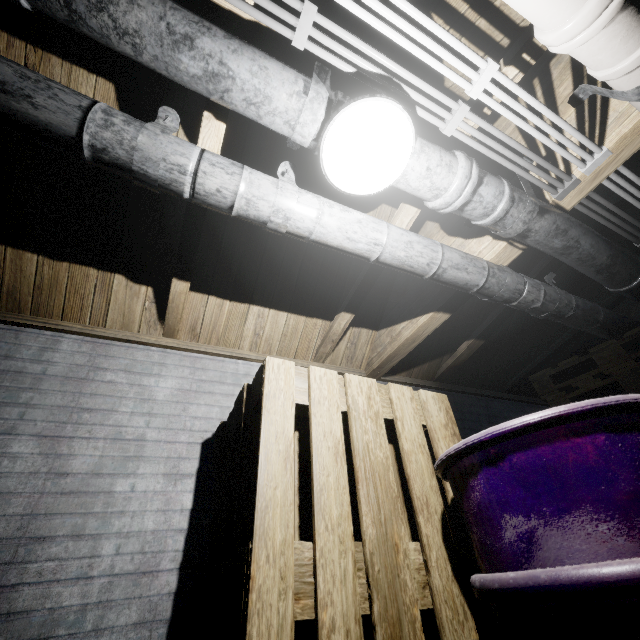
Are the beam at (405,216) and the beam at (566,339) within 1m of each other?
no

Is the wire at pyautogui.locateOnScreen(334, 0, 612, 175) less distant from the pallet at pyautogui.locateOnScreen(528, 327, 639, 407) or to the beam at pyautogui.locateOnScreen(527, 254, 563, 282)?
the beam at pyautogui.locateOnScreen(527, 254, 563, 282)

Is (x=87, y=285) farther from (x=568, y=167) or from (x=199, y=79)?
(x=568, y=167)

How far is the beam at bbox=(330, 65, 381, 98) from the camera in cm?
127

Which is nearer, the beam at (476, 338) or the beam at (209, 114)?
the beam at (209, 114)

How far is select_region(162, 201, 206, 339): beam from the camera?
1.57m

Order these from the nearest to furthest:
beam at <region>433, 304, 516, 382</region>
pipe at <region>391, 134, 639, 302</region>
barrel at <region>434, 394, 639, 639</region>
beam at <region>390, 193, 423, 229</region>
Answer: barrel at <region>434, 394, 639, 639</region>, pipe at <region>391, 134, 639, 302</region>, beam at <region>390, 193, 423, 229</region>, beam at <region>433, 304, 516, 382</region>

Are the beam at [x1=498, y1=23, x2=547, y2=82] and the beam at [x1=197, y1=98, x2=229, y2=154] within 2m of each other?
yes
